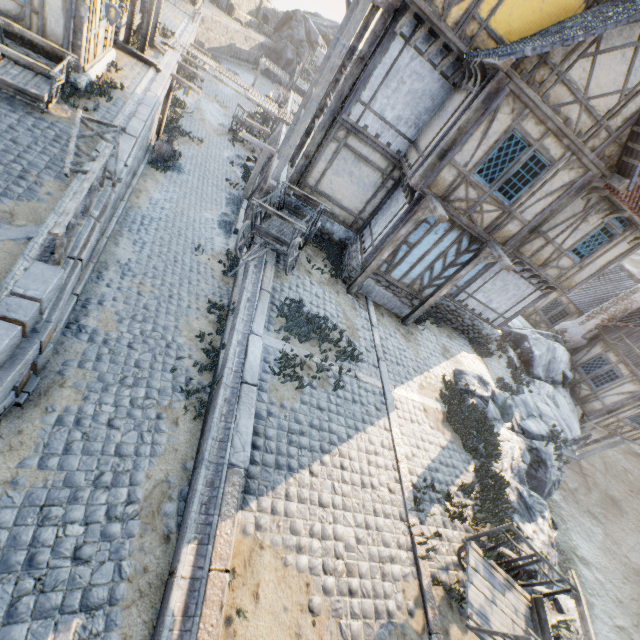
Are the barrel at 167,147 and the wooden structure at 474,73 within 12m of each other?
no

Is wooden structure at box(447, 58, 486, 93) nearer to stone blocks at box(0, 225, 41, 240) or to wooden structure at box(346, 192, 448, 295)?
wooden structure at box(346, 192, 448, 295)

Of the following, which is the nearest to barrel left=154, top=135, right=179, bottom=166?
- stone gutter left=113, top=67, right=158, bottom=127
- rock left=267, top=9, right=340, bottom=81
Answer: stone gutter left=113, top=67, right=158, bottom=127

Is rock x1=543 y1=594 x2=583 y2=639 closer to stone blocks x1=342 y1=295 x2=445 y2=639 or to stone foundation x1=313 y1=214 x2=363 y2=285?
stone blocks x1=342 y1=295 x2=445 y2=639

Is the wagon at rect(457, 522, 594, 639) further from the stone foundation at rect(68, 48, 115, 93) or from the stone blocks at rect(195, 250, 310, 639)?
the stone foundation at rect(68, 48, 115, 93)

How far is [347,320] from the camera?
10.3 meters

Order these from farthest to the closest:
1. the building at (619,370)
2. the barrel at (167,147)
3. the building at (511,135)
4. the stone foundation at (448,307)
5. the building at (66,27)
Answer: the building at (619,370)
the barrel at (167,147)
the stone foundation at (448,307)
the building at (66,27)
the building at (511,135)

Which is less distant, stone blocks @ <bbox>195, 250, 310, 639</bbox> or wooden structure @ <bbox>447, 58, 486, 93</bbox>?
stone blocks @ <bbox>195, 250, 310, 639</bbox>
